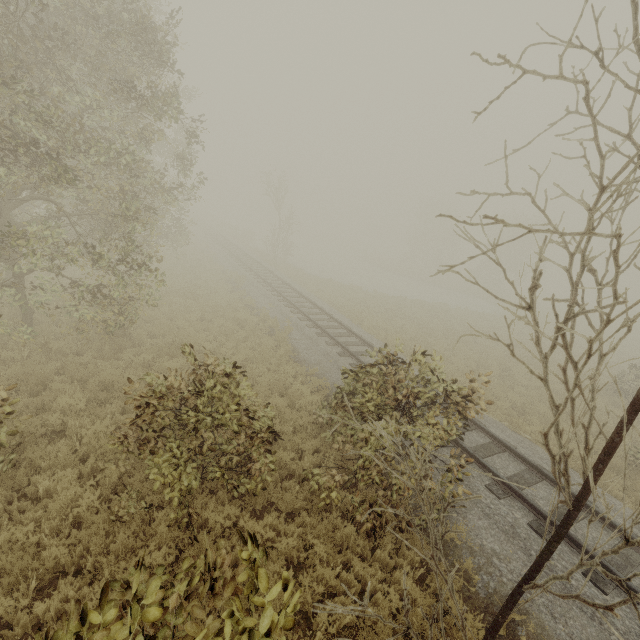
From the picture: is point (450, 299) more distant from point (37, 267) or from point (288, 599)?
point (288, 599)

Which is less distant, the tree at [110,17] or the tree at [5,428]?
the tree at [110,17]

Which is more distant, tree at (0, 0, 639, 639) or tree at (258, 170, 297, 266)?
tree at (258, 170, 297, 266)

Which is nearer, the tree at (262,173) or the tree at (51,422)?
the tree at (51,422)

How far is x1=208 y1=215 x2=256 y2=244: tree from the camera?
43.88m

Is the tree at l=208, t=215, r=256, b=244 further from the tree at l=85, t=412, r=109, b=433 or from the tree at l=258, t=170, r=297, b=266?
the tree at l=85, t=412, r=109, b=433
